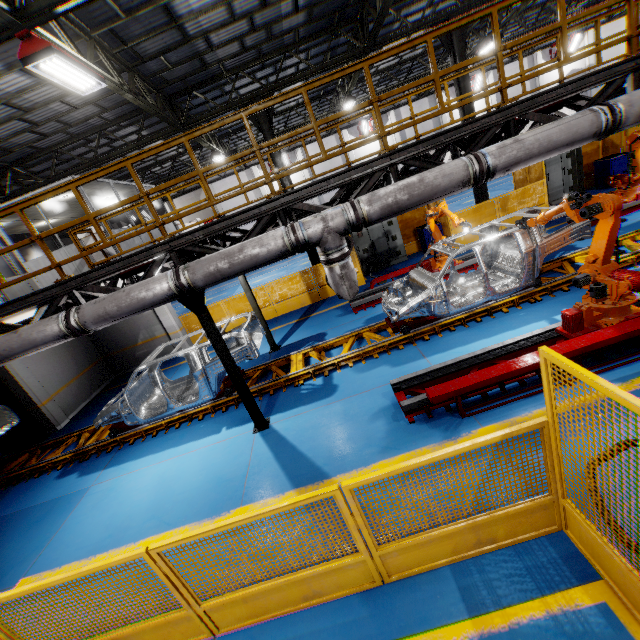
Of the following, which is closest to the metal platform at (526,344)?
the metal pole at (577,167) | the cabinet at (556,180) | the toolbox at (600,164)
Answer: the metal pole at (577,167)

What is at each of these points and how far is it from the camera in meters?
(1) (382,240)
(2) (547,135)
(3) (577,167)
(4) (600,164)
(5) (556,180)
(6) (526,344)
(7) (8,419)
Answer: (1) cabinet, 14.4
(2) vent pipe, 4.8
(3) metal pole, 9.1
(4) toolbox, 13.6
(5) cabinet, 14.0
(6) metal platform, 5.9
(7) chassis, 9.4

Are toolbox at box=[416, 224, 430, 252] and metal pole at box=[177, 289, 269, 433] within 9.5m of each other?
no

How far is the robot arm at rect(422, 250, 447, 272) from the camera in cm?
1060

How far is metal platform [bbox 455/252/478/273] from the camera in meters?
10.6 m

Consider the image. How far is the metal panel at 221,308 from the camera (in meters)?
13.59

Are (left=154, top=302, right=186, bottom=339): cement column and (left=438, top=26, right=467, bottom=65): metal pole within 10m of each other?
no

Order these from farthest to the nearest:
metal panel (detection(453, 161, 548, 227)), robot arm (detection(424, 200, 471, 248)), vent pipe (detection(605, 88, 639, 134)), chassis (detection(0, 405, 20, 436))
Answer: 1. metal panel (detection(453, 161, 548, 227))
2. chassis (detection(0, 405, 20, 436))
3. robot arm (detection(424, 200, 471, 248))
4. vent pipe (detection(605, 88, 639, 134))
